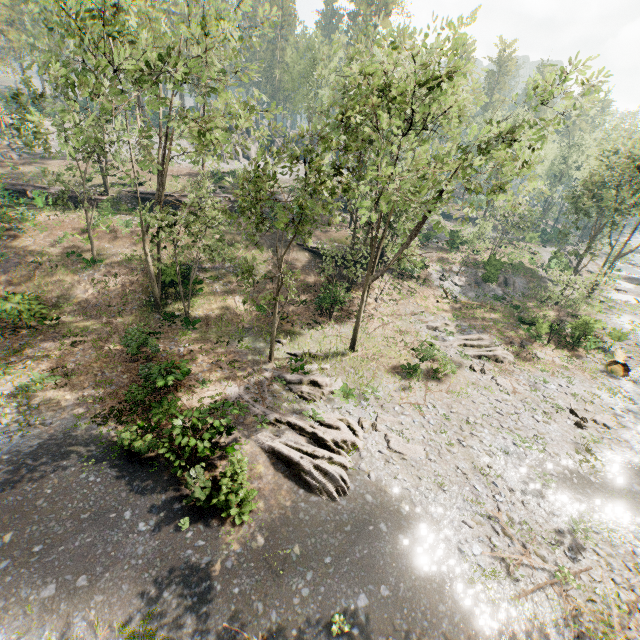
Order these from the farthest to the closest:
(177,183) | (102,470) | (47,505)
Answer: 1. (177,183)
2. (102,470)
3. (47,505)

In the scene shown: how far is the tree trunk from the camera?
25.0 meters

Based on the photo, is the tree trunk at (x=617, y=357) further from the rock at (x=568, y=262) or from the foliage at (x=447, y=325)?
the rock at (x=568, y=262)

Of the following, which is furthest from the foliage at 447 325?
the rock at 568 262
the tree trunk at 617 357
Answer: the tree trunk at 617 357

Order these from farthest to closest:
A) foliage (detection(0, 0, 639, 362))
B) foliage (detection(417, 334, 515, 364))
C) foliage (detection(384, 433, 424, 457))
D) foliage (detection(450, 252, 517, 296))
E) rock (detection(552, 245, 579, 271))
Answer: rock (detection(552, 245, 579, 271))
foliage (detection(450, 252, 517, 296))
foliage (detection(417, 334, 515, 364))
foliage (detection(384, 433, 424, 457))
foliage (detection(0, 0, 639, 362))

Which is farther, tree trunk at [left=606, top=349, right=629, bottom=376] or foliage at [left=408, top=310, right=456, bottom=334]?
foliage at [left=408, top=310, right=456, bottom=334]

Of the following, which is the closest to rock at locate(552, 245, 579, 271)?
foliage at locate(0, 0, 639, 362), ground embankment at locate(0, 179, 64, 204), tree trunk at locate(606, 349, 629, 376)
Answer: foliage at locate(0, 0, 639, 362)

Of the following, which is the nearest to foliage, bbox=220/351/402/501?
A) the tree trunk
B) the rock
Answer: the rock
